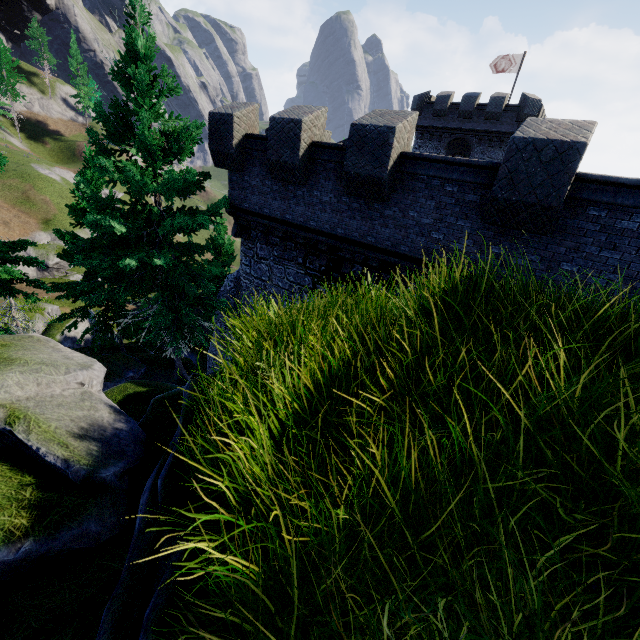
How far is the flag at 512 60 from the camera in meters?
29.7

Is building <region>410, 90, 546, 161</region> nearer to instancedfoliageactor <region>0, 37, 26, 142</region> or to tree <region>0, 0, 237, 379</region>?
tree <region>0, 0, 237, 379</region>

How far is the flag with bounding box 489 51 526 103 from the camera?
29.66m

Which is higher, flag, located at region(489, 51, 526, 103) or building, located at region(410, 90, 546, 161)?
flag, located at region(489, 51, 526, 103)

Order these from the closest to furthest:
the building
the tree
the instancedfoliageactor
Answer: the tree, the building, the instancedfoliageactor

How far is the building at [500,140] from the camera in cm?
2916

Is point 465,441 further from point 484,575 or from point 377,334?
point 377,334

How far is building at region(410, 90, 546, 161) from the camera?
29.16m
